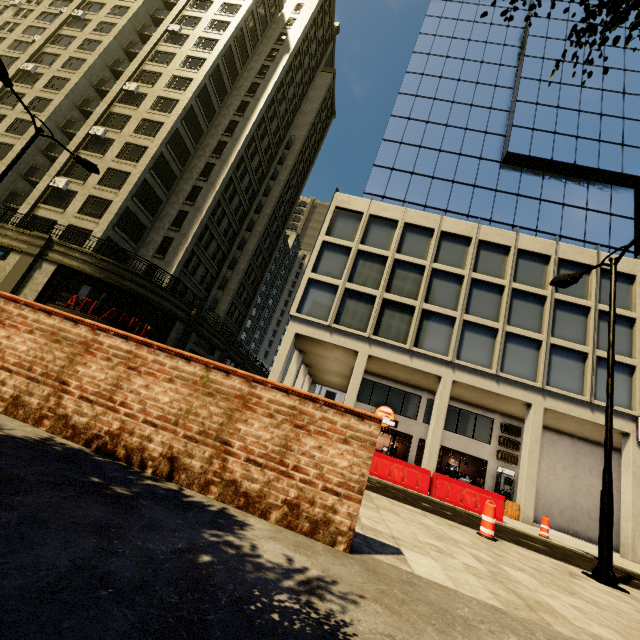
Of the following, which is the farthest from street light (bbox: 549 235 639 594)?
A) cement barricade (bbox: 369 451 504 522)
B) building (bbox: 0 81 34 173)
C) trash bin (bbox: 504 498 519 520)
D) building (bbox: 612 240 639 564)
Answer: building (bbox: 0 81 34 173)

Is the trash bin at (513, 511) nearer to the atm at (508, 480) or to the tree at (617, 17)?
the atm at (508, 480)

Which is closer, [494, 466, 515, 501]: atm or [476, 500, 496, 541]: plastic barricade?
[476, 500, 496, 541]: plastic barricade

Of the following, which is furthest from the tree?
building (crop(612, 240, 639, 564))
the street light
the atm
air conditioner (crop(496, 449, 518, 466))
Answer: air conditioner (crop(496, 449, 518, 466))

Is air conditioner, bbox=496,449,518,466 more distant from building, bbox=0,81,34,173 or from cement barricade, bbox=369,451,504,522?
building, bbox=0,81,34,173

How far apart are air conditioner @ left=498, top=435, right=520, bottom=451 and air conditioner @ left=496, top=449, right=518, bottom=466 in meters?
0.2

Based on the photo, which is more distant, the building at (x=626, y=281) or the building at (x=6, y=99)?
the building at (x=6, y=99)

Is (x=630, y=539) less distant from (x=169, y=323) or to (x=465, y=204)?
(x=465, y=204)
